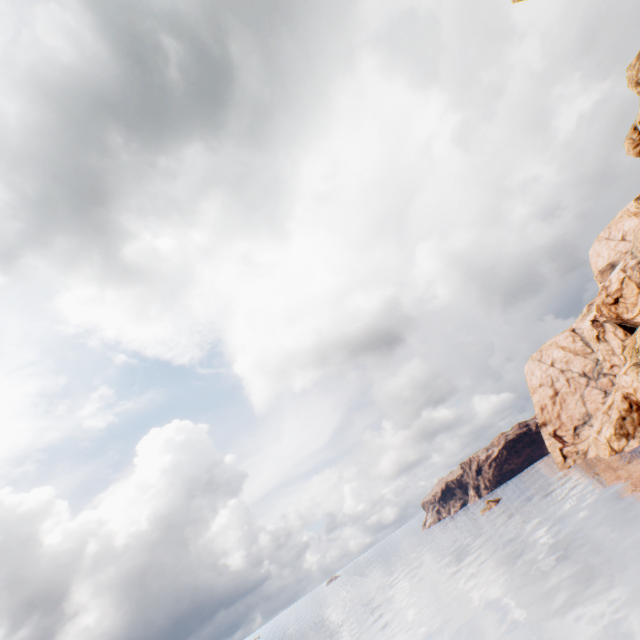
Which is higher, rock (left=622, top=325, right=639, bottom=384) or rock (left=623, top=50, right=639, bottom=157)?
rock (left=623, top=50, right=639, bottom=157)

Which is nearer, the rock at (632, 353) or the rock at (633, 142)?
the rock at (633, 142)

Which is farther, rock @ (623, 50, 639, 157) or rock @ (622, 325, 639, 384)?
rock @ (622, 325, 639, 384)

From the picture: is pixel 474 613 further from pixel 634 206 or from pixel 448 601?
pixel 634 206

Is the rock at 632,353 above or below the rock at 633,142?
below
